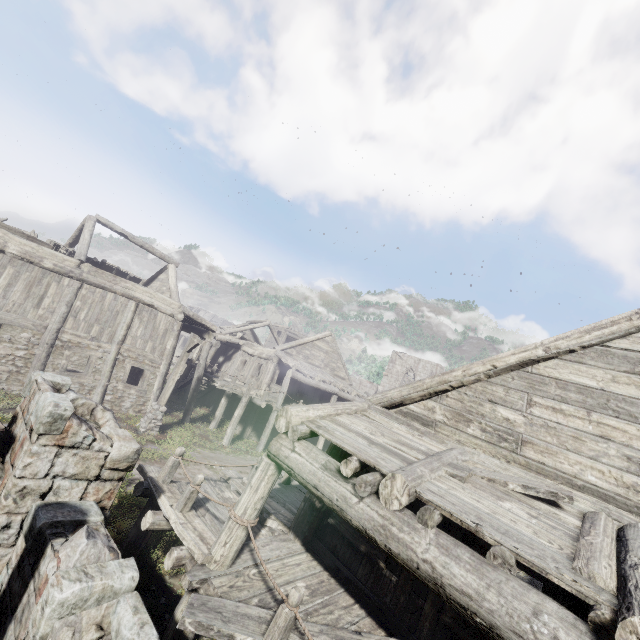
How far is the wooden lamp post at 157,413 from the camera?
14.3m

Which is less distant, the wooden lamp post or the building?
the building

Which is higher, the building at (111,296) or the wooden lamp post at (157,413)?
the building at (111,296)

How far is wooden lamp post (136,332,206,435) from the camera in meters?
14.3

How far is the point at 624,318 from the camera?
5.07m

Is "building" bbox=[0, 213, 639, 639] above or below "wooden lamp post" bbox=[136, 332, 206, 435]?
above
